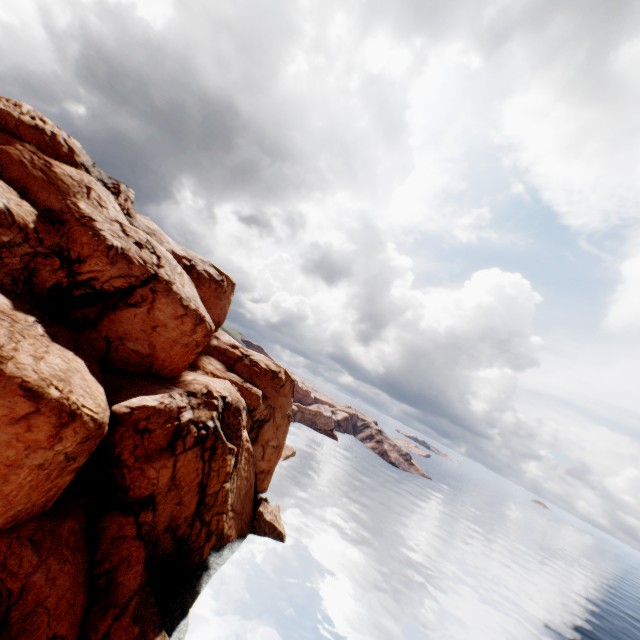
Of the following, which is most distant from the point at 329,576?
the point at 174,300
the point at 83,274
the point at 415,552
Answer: the point at 83,274
